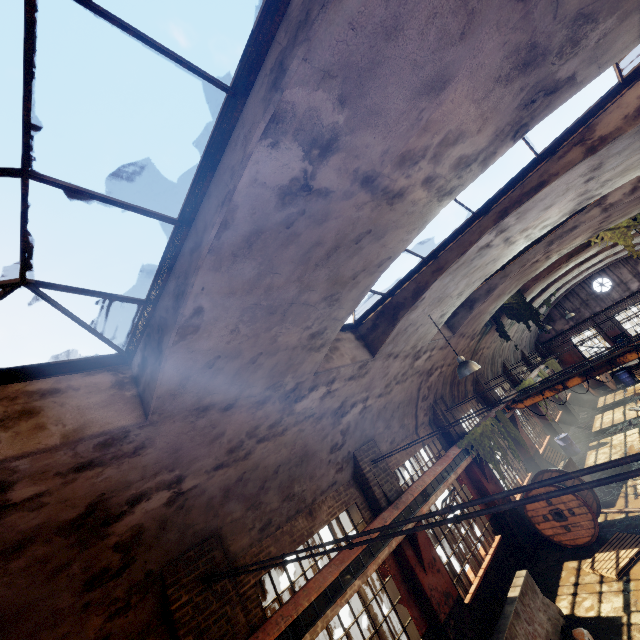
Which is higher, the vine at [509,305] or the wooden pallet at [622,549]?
the vine at [509,305]

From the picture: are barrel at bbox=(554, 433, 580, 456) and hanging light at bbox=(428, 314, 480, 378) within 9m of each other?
no

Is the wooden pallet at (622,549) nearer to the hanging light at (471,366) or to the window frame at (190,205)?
the hanging light at (471,366)

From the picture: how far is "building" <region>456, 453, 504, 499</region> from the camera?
11.3m

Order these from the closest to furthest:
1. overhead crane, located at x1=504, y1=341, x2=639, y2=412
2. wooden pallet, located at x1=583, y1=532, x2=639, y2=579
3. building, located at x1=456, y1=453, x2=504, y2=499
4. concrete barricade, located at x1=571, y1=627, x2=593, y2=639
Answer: concrete barricade, located at x1=571, y1=627, x2=593, y2=639 → wooden pallet, located at x1=583, y1=532, x2=639, y2=579 → building, located at x1=456, y1=453, x2=504, y2=499 → overhead crane, located at x1=504, y1=341, x2=639, y2=412

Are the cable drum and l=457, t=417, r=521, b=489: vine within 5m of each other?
yes

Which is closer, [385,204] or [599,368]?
[385,204]

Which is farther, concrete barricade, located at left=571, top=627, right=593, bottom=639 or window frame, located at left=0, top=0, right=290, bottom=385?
concrete barricade, located at left=571, top=627, right=593, bottom=639
